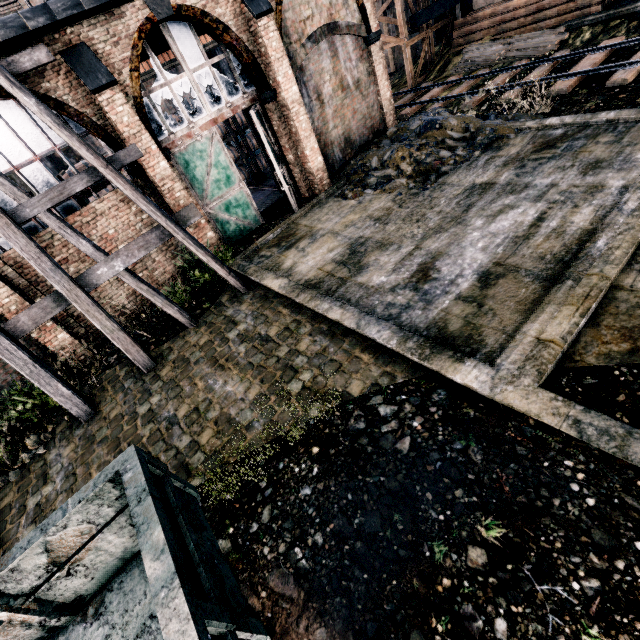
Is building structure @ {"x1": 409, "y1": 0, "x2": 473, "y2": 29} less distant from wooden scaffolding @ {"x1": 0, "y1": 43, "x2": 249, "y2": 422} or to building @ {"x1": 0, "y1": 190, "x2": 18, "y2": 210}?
building @ {"x1": 0, "y1": 190, "x2": 18, "y2": 210}

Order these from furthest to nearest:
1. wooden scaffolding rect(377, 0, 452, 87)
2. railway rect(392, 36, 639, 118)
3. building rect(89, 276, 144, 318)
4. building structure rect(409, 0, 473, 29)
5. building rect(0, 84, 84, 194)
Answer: wooden scaffolding rect(377, 0, 452, 87) → building structure rect(409, 0, 473, 29) → railway rect(392, 36, 639, 118) → building rect(89, 276, 144, 318) → building rect(0, 84, 84, 194)

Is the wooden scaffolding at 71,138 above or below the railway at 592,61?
above

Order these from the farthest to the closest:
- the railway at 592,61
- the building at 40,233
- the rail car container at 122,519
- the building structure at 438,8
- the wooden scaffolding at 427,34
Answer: the wooden scaffolding at 427,34
the building structure at 438,8
the railway at 592,61
the building at 40,233
the rail car container at 122,519

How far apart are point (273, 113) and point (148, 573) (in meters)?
14.85

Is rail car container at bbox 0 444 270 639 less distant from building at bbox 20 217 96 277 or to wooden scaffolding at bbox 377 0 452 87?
building at bbox 20 217 96 277

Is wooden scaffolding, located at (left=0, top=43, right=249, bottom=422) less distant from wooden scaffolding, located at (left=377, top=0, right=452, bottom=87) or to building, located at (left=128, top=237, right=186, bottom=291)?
building, located at (left=128, top=237, right=186, bottom=291)

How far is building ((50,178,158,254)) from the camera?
10.5 meters
